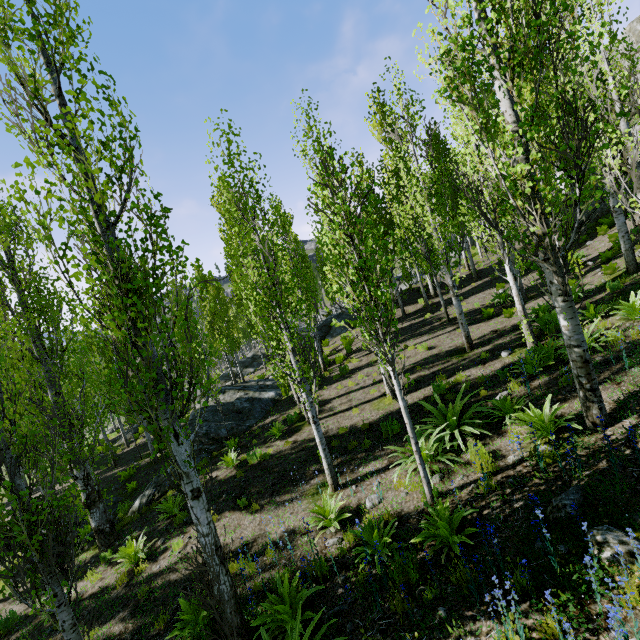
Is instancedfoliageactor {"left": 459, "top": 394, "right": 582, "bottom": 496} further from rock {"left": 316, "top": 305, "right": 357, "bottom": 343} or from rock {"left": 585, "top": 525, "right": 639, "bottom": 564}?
rock {"left": 585, "top": 525, "right": 639, "bottom": 564}

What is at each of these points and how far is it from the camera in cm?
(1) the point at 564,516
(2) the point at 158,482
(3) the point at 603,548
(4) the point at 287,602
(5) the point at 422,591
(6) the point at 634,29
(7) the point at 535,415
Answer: (1) rock, 419
(2) rock, 1259
(3) rock, 355
(4) instancedfoliageactor, 504
(5) instancedfoliageactor, 441
(6) rock, 3966
(7) instancedfoliageactor, 604

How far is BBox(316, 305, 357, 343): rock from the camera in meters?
23.0

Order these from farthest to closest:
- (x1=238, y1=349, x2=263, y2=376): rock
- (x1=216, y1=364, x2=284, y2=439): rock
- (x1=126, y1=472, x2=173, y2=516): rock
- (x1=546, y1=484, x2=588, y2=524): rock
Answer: (x1=238, y1=349, x2=263, y2=376): rock, (x1=216, y1=364, x2=284, y2=439): rock, (x1=126, y1=472, x2=173, y2=516): rock, (x1=546, y1=484, x2=588, y2=524): rock

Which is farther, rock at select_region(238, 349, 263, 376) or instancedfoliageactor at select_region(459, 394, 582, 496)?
rock at select_region(238, 349, 263, 376)

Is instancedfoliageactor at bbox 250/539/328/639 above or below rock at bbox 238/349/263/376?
below

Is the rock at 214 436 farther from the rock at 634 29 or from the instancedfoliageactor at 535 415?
the rock at 634 29

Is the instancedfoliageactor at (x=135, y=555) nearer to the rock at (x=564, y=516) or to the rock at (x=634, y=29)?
the rock at (x=634, y=29)
